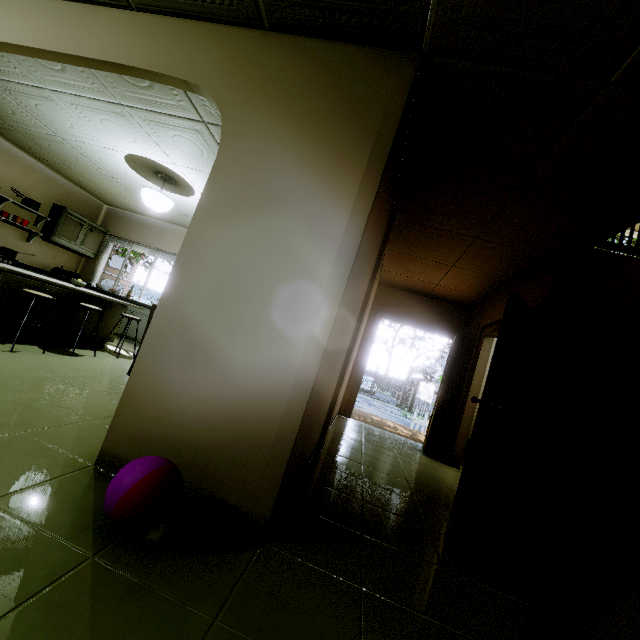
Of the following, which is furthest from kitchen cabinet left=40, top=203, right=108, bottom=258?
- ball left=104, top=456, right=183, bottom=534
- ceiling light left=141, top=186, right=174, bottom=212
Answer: ball left=104, top=456, right=183, bottom=534

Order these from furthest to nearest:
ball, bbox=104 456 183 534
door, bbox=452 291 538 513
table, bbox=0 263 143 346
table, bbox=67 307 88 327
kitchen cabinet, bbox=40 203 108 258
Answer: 1. kitchen cabinet, bbox=40 203 108 258
2. table, bbox=67 307 88 327
3. table, bbox=0 263 143 346
4. door, bbox=452 291 538 513
5. ball, bbox=104 456 183 534

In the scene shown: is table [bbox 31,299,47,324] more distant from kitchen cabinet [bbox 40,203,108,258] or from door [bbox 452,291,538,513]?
door [bbox 452,291,538,513]

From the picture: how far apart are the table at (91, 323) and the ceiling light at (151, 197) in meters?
1.5 m

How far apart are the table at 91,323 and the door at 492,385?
4.8 meters

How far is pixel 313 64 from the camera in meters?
2.0

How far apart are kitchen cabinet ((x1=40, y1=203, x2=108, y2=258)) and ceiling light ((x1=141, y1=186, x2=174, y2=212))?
3.1m

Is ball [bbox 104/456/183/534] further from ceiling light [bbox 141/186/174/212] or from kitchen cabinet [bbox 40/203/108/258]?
kitchen cabinet [bbox 40/203/108/258]
